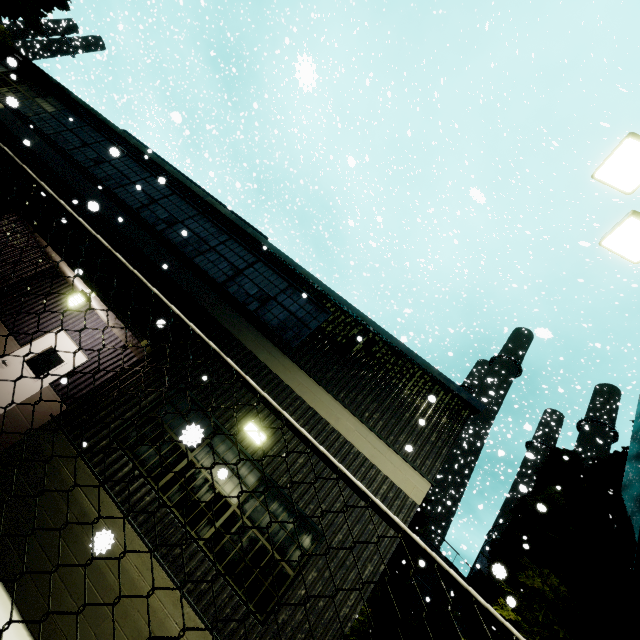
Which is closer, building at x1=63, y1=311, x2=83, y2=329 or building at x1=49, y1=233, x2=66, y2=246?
building at x1=49, y1=233, x2=66, y2=246

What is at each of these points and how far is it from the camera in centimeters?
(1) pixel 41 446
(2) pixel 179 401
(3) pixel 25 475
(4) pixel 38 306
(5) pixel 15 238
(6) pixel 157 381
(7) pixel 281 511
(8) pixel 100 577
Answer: (1) building, 557cm
(2) building, 652cm
(3) building, 530cm
(4) building, 927cm
(5) building, 893cm
(6) building, 654cm
(7) building, 569cm
(8) building, 473cm

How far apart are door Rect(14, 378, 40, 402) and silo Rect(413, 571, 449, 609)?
31.8m

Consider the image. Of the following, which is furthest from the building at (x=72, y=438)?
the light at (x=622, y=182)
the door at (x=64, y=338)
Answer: the light at (x=622, y=182)

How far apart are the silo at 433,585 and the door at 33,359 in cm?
3179

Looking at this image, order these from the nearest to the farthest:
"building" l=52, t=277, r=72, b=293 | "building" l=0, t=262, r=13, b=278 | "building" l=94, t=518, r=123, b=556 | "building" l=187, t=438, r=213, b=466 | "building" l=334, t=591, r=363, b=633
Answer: "building" l=187, t=438, r=213, b=466, "building" l=94, t=518, r=123, b=556, "building" l=334, t=591, r=363, b=633, "building" l=0, t=262, r=13, b=278, "building" l=52, t=277, r=72, b=293
